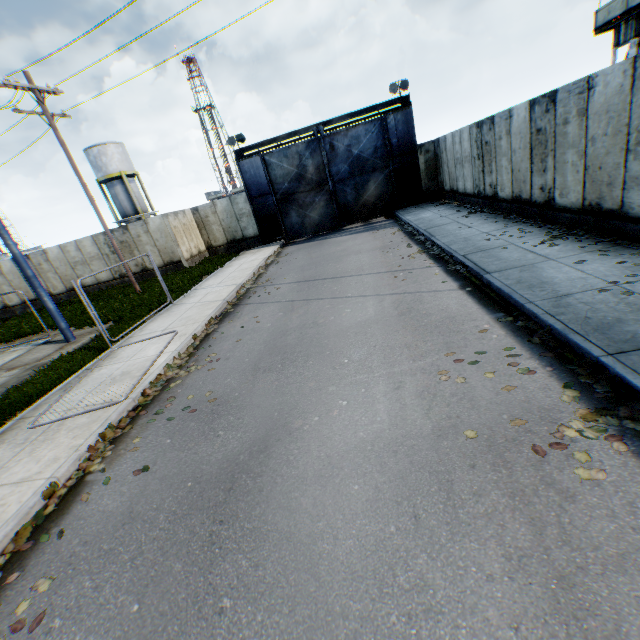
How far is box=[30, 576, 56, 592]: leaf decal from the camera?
3.4m

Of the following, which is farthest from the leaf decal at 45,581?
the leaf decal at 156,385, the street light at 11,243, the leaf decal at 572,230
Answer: the leaf decal at 572,230

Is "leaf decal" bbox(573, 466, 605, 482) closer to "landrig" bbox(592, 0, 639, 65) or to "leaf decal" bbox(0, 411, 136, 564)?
"leaf decal" bbox(0, 411, 136, 564)

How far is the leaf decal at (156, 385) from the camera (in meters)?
6.63

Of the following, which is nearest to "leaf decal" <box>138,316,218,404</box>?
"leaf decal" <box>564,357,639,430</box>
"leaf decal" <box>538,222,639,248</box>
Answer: "leaf decal" <box>564,357,639,430</box>

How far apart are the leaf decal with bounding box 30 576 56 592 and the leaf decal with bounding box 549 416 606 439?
5.52m

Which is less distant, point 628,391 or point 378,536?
point 378,536

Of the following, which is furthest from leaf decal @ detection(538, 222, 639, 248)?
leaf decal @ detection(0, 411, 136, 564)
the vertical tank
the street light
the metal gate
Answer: the vertical tank
